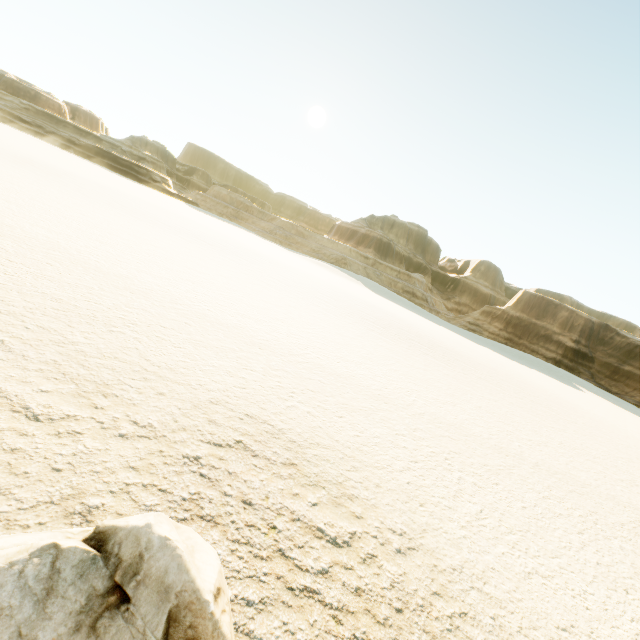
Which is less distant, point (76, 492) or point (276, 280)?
point (76, 492)
